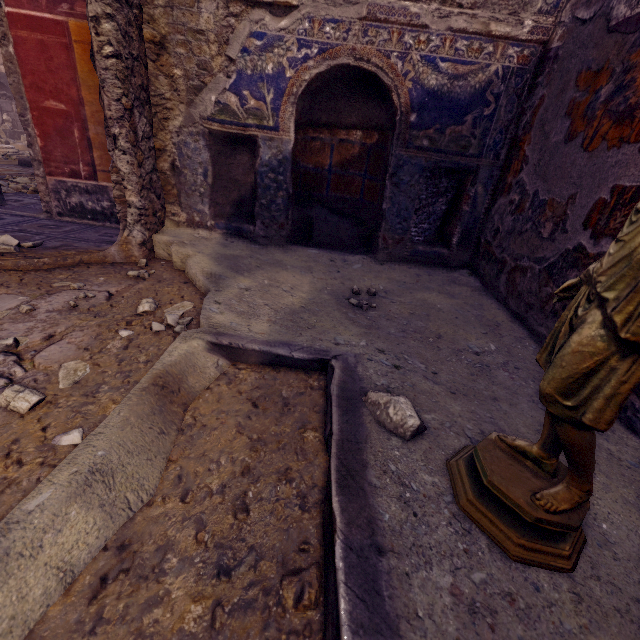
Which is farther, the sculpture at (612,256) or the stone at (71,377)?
the stone at (71,377)

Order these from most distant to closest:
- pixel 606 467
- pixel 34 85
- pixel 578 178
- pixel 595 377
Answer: pixel 34 85, pixel 578 178, pixel 606 467, pixel 595 377

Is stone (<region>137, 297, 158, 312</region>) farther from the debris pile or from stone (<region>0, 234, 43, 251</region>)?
the debris pile

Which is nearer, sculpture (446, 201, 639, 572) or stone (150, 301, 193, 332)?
sculpture (446, 201, 639, 572)

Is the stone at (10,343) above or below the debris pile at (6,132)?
below

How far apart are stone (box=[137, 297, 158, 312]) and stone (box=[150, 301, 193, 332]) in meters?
0.1

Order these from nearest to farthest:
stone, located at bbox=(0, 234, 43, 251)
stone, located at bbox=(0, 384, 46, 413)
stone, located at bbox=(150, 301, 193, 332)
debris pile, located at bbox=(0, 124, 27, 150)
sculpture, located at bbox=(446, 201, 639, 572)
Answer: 1. sculpture, located at bbox=(446, 201, 639, 572)
2. stone, located at bbox=(0, 384, 46, 413)
3. stone, located at bbox=(150, 301, 193, 332)
4. stone, located at bbox=(0, 234, 43, 251)
5. debris pile, located at bbox=(0, 124, 27, 150)

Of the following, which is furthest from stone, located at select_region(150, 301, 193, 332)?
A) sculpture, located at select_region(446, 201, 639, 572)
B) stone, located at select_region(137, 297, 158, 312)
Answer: sculpture, located at select_region(446, 201, 639, 572)
